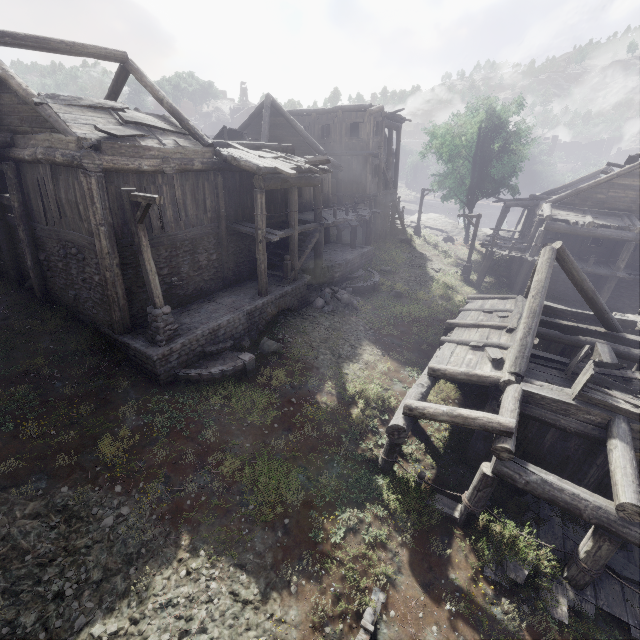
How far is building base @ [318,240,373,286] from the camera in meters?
18.5 m

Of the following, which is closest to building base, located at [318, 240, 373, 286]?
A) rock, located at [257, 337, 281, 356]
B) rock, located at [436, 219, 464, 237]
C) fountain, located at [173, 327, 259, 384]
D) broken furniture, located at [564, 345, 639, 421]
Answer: fountain, located at [173, 327, 259, 384]

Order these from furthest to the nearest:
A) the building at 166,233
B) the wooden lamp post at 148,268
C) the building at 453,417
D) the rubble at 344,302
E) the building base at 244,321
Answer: the rubble at 344,302 < the building base at 244,321 < the building at 166,233 < the wooden lamp post at 148,268 < the building at 453,417

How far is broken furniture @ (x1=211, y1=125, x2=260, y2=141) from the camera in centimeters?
1892cm

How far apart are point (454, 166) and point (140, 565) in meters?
35.3

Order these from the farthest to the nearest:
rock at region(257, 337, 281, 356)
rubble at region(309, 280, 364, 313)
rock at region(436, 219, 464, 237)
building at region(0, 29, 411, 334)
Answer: rock at region(436, 219, 464, 237)
rubble at region(309, 280, 364, 313)
rock at region(257, 337, 281, 356)
building at region(0, 29, 411, 334)

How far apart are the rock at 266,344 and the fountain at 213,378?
0.3m

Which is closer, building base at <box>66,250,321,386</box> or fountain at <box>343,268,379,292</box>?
building base at <box>66,250,321,386</box>
